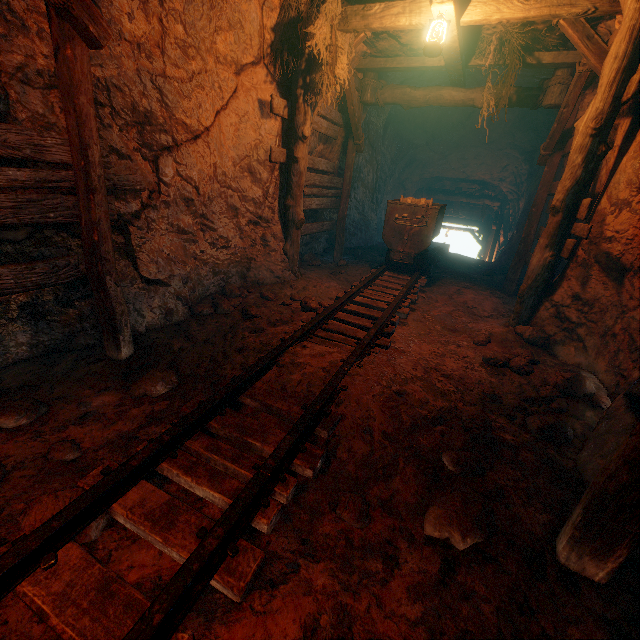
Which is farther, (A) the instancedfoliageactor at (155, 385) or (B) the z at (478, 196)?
(B) the z at (478, 196)

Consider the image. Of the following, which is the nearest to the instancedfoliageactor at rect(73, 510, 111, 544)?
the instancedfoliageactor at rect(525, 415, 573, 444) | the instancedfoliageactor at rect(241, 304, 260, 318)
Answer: → the instancedfoliageactor at rect(241, 304, 260, 318)

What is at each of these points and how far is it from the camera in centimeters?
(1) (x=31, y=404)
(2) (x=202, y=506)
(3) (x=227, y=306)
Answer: (1) instancedfoliageactor, 251cm
(2) burlap sack, 201cm
(3) instancedfoliageactor, 467cm

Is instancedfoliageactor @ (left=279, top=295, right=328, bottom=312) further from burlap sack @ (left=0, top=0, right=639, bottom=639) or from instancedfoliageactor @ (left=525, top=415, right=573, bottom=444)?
instancedfoliageactor @ (left=525, top=415, right=573, bottom=444)

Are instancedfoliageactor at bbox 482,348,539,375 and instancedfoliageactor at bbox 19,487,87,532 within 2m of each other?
no

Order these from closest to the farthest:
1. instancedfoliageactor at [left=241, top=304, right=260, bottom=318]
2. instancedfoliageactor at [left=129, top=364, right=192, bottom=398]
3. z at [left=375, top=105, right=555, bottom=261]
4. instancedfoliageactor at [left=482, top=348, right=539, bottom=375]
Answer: instancedfoliageactor at [left=129, top=364, right=192, bottom=398] < instancedfoliageactor at [left=482, top=348, right=539, bottom=375] < instancedfoliageactor at [left=241, top=304, right=260, bottom=318] < z at [left=375, top=105, right=555, bottom=261]

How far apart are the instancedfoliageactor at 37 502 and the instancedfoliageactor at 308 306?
3.2m

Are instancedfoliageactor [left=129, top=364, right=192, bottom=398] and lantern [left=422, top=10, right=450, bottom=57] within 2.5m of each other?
no
